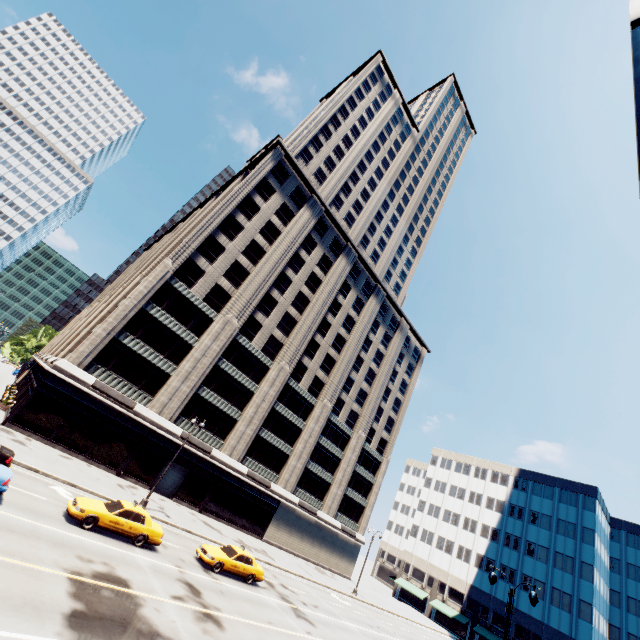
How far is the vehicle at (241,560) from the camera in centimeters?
2020cm

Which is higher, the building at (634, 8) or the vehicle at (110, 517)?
the building at (634, 8)

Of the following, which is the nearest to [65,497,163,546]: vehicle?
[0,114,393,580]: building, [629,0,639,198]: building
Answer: [0,114,393,580]: building

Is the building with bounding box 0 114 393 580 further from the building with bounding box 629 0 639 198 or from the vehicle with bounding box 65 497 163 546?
the building with bounding box 629 0 639 198

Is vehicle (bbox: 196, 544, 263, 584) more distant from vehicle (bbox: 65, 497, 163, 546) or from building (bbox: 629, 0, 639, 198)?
building (bbox: 629, 0, 639, 198)

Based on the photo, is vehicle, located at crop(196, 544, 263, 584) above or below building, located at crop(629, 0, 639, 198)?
below

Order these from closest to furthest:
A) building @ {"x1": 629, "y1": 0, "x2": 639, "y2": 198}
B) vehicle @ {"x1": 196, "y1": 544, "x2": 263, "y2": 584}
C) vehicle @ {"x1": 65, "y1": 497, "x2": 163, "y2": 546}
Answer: building @ {"x1": 629, "y1": 0, "x2": 639, "y2": 198}
vehicle @ {"x1": 65, "y1": 497, "x2": 163, "y2": 546}
vehicle @ {"x1": 196, "y1": 544, "x2": 263, "y2": 584}

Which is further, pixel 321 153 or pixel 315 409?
pixel 321 153
